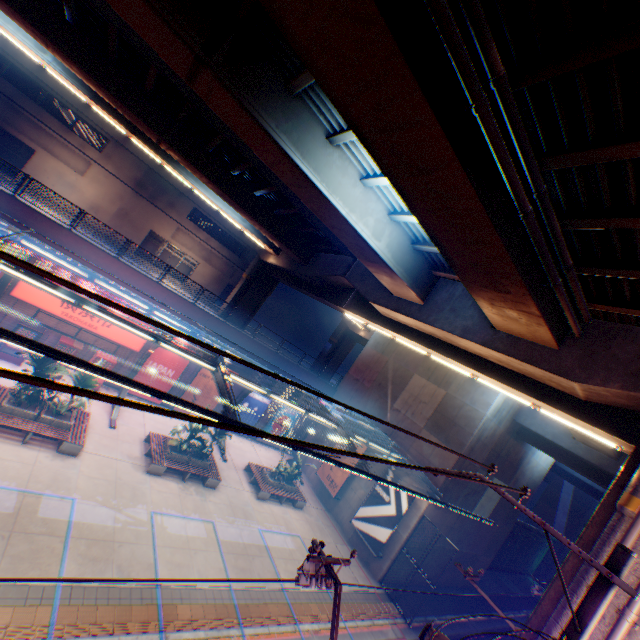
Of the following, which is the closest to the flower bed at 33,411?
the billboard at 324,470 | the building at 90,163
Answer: the billboard at 324,470

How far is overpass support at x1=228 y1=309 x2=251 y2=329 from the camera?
32.0 meters

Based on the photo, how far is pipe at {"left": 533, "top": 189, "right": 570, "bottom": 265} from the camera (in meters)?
6.61

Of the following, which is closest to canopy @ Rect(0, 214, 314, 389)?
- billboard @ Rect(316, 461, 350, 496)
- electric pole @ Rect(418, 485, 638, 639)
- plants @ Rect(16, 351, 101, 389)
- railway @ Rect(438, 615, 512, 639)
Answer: billboard @ Rect(316, 461, 350, 496)

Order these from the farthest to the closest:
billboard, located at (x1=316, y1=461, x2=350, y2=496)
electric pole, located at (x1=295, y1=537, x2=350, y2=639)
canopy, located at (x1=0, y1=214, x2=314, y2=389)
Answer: Answer:
1. billboard, located at (x1=316, y1=461, x2=350, y2=496)
2. canopy, located at (x1=0, y1=214, x2=314, y2=389)
3. electric pole, located at (x1=295, y1=537, x2=350, y2=639)

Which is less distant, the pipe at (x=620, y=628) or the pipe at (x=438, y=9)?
the pipe at (x=438, y=9)

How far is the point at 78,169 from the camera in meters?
32.0

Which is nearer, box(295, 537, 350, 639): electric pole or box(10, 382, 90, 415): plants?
box(295, 537, 350, 639): electric pole
